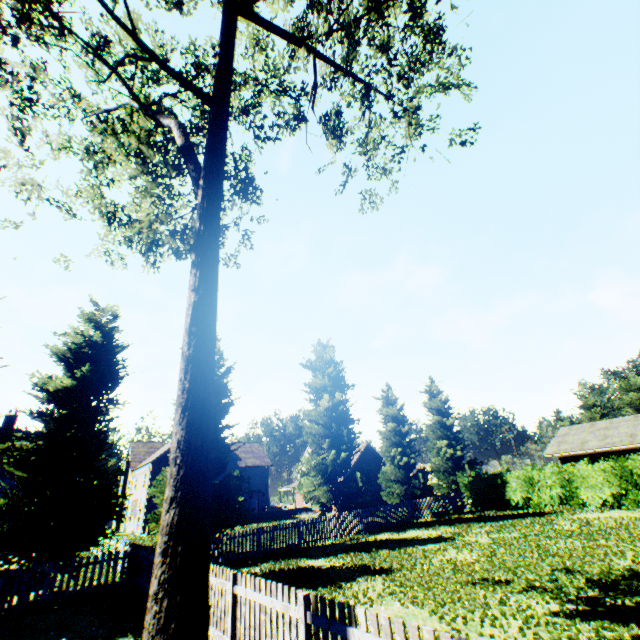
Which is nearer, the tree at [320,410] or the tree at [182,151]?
the tree at [182,151]

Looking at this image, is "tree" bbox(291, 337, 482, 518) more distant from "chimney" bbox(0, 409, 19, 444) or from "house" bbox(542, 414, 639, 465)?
"chimney" bbox(0, 409, 19, 444)

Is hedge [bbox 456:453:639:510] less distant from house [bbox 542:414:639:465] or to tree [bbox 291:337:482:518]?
house [bbox 542:414:639:465]

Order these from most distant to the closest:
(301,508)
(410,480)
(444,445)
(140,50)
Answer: (301,508) → (444,445) → (410,480) → (140,50)

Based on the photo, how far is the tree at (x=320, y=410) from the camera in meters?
21.9 m

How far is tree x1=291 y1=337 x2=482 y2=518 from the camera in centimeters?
2186cm

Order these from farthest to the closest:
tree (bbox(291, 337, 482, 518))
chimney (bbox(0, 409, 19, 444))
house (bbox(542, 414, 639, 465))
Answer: chimney (bbox(0, 409, 19, 444)), house (bbox(542, 414, 639, 465)), tree (bbox(291, 337, 482, 518))
